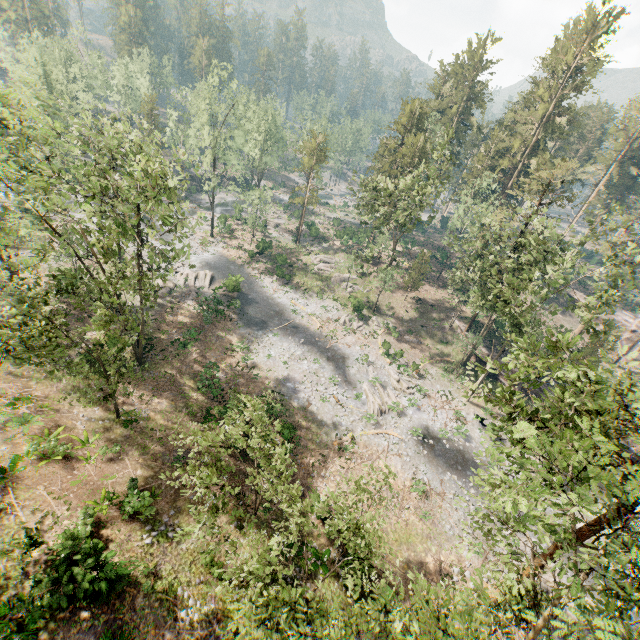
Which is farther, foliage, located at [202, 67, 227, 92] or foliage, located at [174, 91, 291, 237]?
foliage, located at [174, 91, 291, 237]

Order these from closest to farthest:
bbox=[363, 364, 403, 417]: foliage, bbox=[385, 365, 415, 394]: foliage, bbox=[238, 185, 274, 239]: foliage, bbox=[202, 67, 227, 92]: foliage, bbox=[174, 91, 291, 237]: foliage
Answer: bbox=[363, 364, 403, 417]: foliage, bbox=[385, 365, 415, 394]: foliage, bbox=[202, 67, 227, 92]: foliage, bbox=[174, 91, 291, 237]: foliage, bbox=[238, 185, 274, 239]: foliage

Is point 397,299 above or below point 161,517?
below

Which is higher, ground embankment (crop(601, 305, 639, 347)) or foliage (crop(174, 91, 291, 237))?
foliage (crop(174, 91, 291, 237))

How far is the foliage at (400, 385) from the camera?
34.38m

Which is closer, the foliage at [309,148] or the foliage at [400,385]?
the foliage at [400,385]
